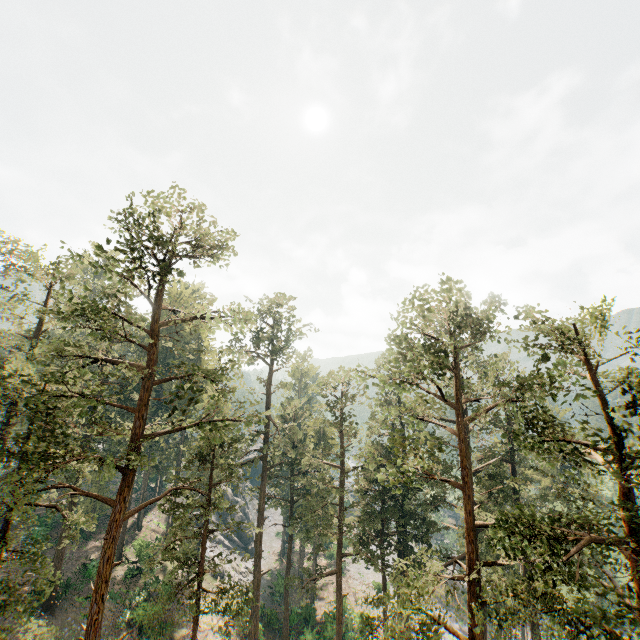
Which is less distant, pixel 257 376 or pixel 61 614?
pixel 61 614

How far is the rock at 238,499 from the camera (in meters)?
55.16

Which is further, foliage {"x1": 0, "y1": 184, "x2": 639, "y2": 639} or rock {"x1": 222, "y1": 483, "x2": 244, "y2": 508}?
rock {"x1": 222, "y1": 483, "x2": 244, "y2": 508}

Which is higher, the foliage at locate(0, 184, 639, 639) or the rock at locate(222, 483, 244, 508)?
the foliage at locate(0, 184, 639, 639)

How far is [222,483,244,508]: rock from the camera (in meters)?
55.16

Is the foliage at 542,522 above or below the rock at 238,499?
above
